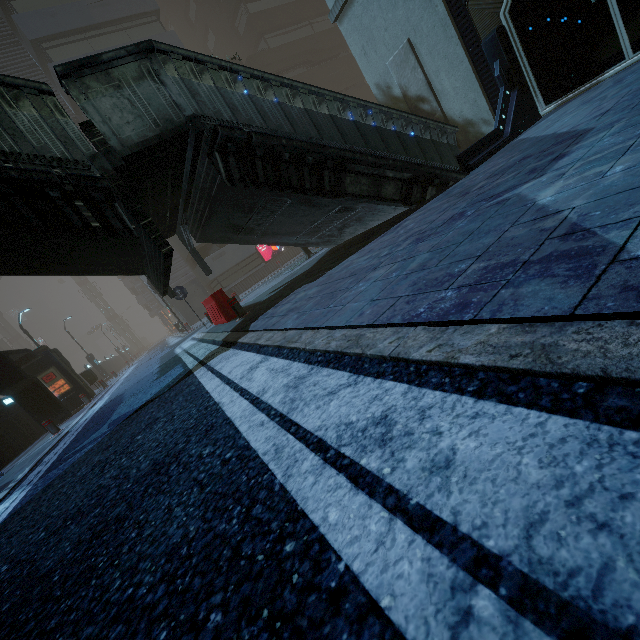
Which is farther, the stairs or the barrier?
the barrier

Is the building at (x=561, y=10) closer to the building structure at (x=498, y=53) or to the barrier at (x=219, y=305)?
the building structure at (x=498, y=53)

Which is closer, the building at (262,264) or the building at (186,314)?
the building at (262,264)

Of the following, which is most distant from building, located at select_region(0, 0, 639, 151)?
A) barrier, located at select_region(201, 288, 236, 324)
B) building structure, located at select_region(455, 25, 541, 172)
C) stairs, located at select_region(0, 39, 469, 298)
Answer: barrier, located at select_region(201, 288, 236, 324)

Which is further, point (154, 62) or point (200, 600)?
point (154, 62)

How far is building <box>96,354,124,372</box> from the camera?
36.9 meters

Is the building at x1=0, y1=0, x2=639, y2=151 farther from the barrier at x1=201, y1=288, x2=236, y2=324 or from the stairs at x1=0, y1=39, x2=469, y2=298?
the barrier at x1=201, y1=288, x2=236, y2=324

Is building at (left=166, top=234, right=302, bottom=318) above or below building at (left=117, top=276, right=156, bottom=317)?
below
